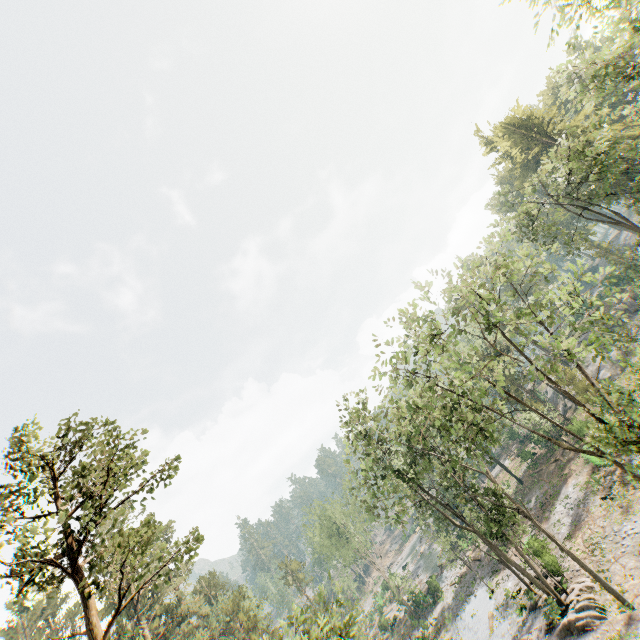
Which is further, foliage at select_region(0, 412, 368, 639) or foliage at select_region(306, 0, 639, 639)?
foliage at select_region(306, 0, 639, 639)

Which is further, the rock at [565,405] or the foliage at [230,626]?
the rock at [565,405]

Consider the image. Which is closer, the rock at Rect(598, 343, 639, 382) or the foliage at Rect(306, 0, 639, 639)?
the foliage at Rect(306, 0, 639, 639)

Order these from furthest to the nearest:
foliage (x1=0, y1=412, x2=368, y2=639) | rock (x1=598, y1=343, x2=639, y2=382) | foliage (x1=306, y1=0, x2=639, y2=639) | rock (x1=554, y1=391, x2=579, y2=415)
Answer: rock (x1=554, y1=391, x2=579, y2=415), rock (x1=598, y1=343, x2=639, y2=382), foliage (x1=306, y1=0, x2=639, y2=639), foliage (x1=0, y1=412, x2=368, y2=639)

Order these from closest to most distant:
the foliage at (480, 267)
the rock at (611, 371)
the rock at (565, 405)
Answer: the foliage at (480, 267) < the rock at (611, 371) < the rock at (565, 405)

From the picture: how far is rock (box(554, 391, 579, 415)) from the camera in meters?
46.9

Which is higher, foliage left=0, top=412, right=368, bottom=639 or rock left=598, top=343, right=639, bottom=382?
foliage left=0, top=412, right=368, bottom=639

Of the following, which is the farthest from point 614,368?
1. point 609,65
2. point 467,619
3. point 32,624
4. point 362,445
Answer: point 32,624
